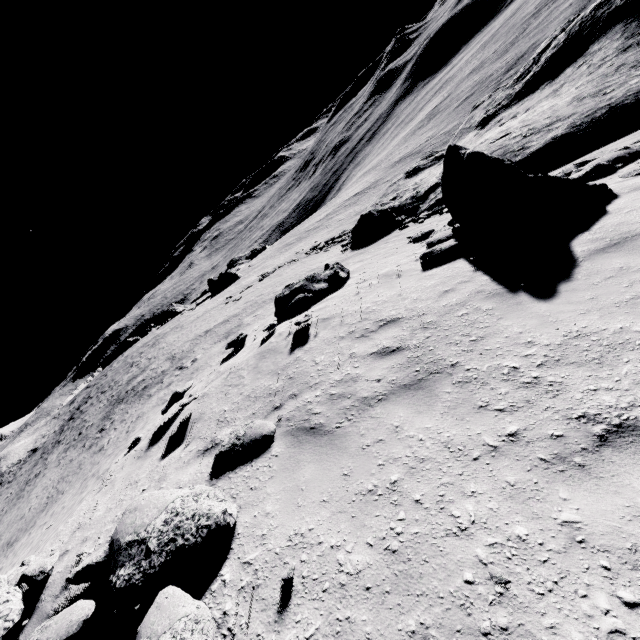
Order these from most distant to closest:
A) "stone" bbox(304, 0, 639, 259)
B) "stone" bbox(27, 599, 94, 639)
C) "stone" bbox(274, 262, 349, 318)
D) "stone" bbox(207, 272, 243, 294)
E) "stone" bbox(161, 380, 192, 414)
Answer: "stone" bbox(207, 272, 243, 294) < "stone" bbox(274, 262, 349, 318) < "stone" bbox(161, 380, 192, 414) < "stone" bbox(304, 0, 639, 259) < "stone" bbox(27, 599, 94, 639)

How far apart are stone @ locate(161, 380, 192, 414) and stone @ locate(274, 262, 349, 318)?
3.4 meters

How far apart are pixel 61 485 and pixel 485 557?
21.59m

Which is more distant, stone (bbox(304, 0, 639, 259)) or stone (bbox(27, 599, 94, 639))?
stone (bbox(304, 0, 639, 259))

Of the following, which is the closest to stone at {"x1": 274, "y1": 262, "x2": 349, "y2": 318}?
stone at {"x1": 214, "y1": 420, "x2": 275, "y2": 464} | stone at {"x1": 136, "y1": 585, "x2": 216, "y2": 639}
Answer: stone at {"x1": 214, "y1": 420, "x2": 275, "y2": 464}

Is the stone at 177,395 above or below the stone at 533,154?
above

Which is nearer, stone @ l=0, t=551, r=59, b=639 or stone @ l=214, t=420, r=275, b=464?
stone @ l=0, t=551, r=59, b=639

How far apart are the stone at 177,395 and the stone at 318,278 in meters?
3.4
